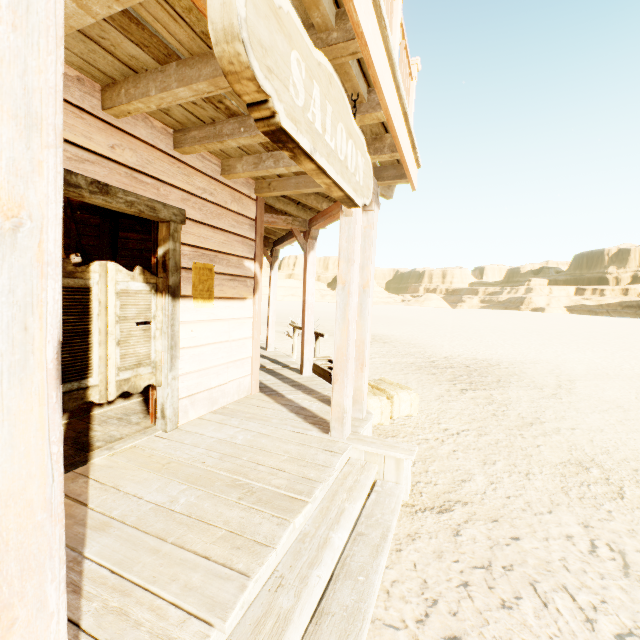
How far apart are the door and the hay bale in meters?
2.4 m

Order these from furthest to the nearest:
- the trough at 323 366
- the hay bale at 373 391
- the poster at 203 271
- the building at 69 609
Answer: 1. the trough at 323 366
2. the hay bale at 373 391
3. the poster at 203 271
4. the building at 69 609

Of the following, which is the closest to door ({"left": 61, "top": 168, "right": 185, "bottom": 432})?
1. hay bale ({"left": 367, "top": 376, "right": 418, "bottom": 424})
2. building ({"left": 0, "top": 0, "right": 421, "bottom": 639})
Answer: building ({"left": 0, "top": 0, "right": 421, "bottom": 639})

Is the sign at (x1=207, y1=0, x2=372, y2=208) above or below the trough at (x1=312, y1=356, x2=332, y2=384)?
above

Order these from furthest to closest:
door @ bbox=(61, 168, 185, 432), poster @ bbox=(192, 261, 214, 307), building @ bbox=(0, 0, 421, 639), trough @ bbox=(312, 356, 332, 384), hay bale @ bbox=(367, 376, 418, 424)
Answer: trough @ bbox=(312, 356, 332, 384) → hay bale @ bbox=(367, 376, 418, 424) → poster @ bbox=(192, 261, 214, 307) → door @ bbox=(61, 168, 185, 432) → building @ bbox=(0, 0, 421, 639)

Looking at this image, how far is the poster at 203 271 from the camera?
3.45m

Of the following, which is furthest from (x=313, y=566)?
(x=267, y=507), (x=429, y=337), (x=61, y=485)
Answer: (x=429, y=337)

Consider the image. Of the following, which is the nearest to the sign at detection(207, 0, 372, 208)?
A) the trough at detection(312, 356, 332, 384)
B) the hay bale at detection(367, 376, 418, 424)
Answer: the hay bale at detection(367, 376, 418, 424)
